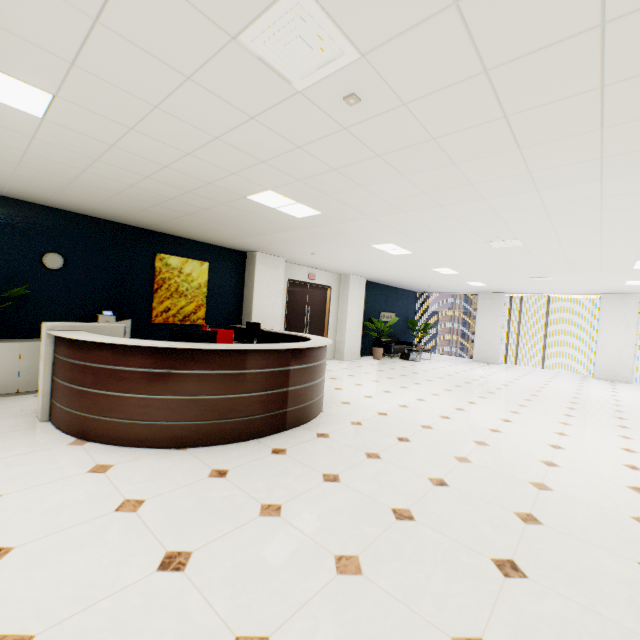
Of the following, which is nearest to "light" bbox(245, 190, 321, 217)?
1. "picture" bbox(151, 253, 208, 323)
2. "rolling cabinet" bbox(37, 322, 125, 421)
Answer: "rolling cabinet" bbox(37, 322, 125, 421)

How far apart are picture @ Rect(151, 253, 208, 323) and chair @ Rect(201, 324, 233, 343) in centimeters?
209cm

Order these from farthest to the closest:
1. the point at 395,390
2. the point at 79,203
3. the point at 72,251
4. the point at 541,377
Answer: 1. the point at 541,377
2. the point at 395,390
3. the point at 72,251
4. the point at 79,203

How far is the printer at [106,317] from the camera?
5.57m

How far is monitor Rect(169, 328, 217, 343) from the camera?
3.7 meters

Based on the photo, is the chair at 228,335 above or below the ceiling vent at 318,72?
below

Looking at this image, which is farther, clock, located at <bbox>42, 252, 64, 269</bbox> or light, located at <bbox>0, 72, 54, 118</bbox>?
clock, located at <bbox>42, 252, 64, 269</bbox>

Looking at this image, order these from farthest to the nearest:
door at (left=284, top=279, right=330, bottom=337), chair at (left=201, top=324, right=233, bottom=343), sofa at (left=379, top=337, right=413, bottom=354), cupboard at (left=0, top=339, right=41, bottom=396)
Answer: sofa at (left=379, top=337, right=413, bottom=354)
door at (left=284, top=279, right=330, bottom=337)
chair at (left=201, top=324, right=233, bottom=343)
cupboard at (left=0, top=339, right=41, bottom=396)
